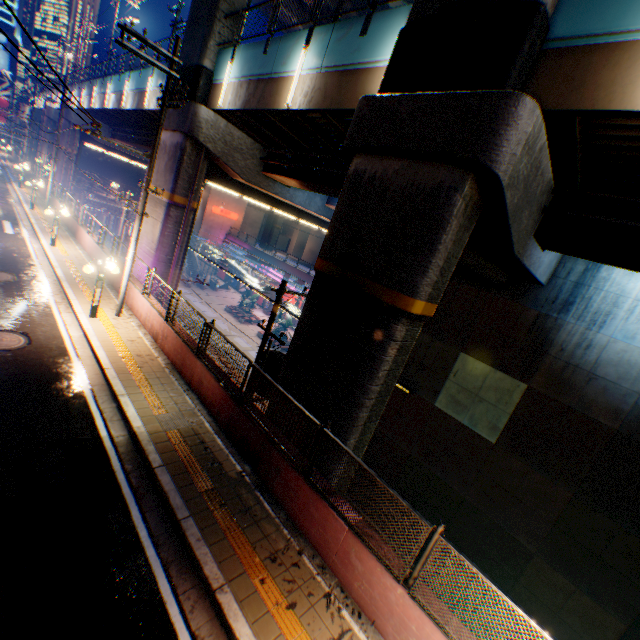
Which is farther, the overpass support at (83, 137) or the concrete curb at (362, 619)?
the overpass support at (83, 137)

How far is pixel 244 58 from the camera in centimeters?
1325cm

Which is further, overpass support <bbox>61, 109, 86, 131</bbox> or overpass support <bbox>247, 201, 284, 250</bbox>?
overpass support <bbox>247, 201, 284, 250</bbox>

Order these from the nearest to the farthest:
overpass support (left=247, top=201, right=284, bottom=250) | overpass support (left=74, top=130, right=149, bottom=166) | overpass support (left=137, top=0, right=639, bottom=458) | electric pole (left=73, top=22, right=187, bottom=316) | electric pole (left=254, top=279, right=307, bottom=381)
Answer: overpass support (left=137, top=0, right=639, bottom=458) → electric pole (left=73, top=22, right=187, bottom=316) → electric pole (left=254, top=279, right=307, bottom=381) → overpass support (left=74, top=130, right=149, bottom=166) → overpass support (left=247, top=201, right=284, bottom=250)

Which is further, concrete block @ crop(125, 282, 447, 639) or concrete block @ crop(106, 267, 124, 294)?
concrete block @ crop(106, 267, 124, 294)

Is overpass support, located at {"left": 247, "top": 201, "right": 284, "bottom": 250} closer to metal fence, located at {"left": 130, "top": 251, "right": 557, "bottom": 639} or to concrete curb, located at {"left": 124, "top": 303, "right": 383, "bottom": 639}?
metal fence, located at {"left": 130, "top": 251, "right": 557, "bottom": 639}

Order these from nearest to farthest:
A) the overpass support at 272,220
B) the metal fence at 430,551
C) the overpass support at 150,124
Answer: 1. the metal fence at 430,551
2. the overpass support at 150,124
3. the overpass support at 272,220

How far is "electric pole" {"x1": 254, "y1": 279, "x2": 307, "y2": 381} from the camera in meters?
10.6
